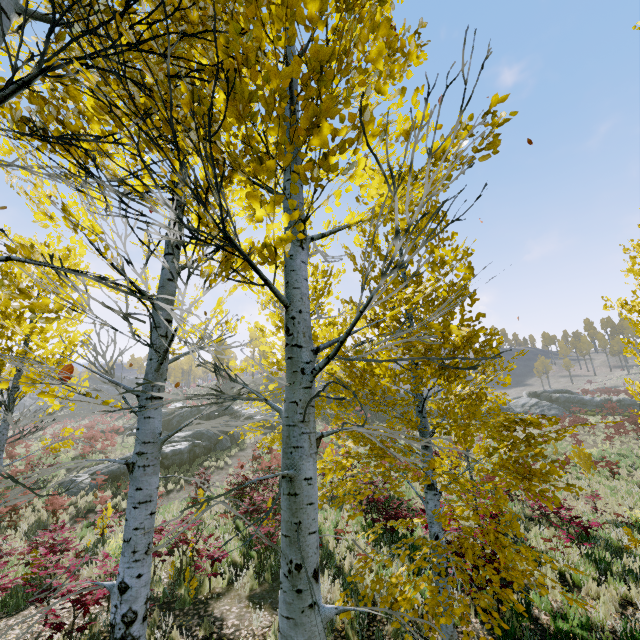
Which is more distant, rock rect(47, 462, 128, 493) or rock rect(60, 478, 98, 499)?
rock rect(47, 462, 128, 493)

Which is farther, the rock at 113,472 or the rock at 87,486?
the rock at 113,472

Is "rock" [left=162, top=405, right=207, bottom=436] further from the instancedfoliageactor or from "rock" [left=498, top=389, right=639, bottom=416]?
"rock" [left=498, top=389, right=639, bottom=416]

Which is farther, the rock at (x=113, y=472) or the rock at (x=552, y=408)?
the rock at (x=552, y=408)

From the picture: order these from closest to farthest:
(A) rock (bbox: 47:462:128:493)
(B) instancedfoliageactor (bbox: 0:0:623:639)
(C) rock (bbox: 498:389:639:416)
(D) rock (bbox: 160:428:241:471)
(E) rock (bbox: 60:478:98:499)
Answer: (B) instancedfoliageactor (bbox: 0:0:623:639)
(E) rock (bbox: 60:478:98:499)
(A) rock (bbox: 47:462:128:493)
(D) rock (bbox: 160:428:241:471)
(C) rock (bbox: 498:389:639:416)

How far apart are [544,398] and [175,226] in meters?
54.7 m

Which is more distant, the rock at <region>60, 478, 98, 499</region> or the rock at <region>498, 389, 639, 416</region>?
the rock at <region>498, 389, 639, 416</region>

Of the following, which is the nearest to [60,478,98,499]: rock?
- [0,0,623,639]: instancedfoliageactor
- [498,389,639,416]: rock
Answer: [0,0,623,639]: instancedfoliageactor
